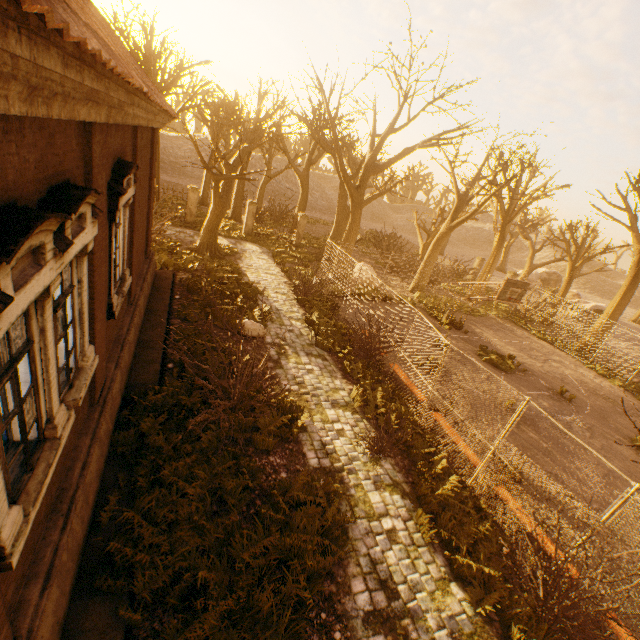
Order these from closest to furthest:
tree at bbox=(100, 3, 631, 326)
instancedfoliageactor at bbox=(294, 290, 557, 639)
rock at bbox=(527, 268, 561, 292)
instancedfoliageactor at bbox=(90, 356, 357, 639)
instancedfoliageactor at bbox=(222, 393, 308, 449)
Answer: instancedfoliageactor at bbox=(90, 356, 357, 639) < instancedfoliageactor at bbox=(294, 290, 557, 639) < instancedfoliageactor at bbox=(222, 393, 308, 449) < tree at bbox=(100, 3, 631, 326) < rock at bbox=(527, 268, 561, 292)

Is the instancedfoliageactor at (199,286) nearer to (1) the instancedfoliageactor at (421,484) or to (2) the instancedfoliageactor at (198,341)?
(2) the instancedfoliageactor at (198,341)

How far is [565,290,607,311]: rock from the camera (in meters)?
30.94

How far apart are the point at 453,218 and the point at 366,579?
20.43m

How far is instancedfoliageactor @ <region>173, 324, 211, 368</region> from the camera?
9.3m

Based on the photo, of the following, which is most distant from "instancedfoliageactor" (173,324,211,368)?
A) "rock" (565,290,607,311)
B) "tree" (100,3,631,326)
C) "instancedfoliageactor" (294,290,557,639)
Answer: "rock" (565,290,607,311)

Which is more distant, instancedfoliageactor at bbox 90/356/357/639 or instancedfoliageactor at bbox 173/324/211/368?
instancedfoliageactor at bbox 173/324/211/368

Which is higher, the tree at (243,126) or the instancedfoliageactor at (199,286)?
the tree at (243,126)
